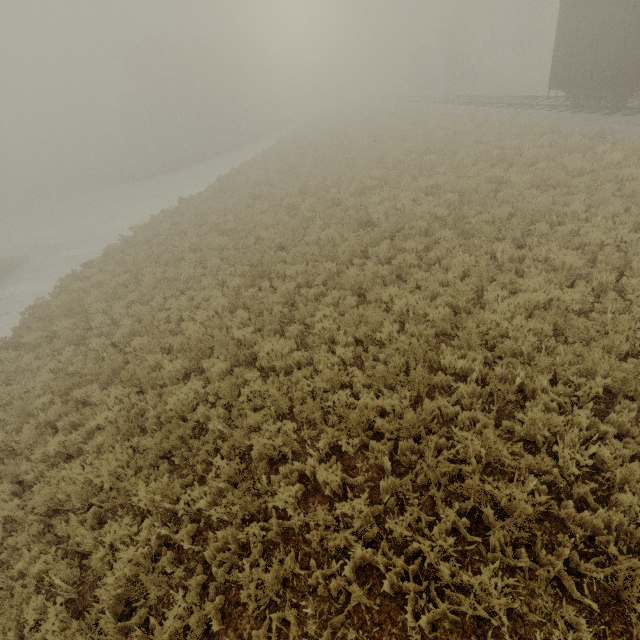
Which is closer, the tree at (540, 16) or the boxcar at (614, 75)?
the boxcar at (614, 75)

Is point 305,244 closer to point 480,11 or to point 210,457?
point 210,457

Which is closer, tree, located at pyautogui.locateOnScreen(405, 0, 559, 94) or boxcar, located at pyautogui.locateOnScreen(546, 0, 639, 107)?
boxcar, located at pyautogui.locateOnScreen(546, 0, 639, 107)
